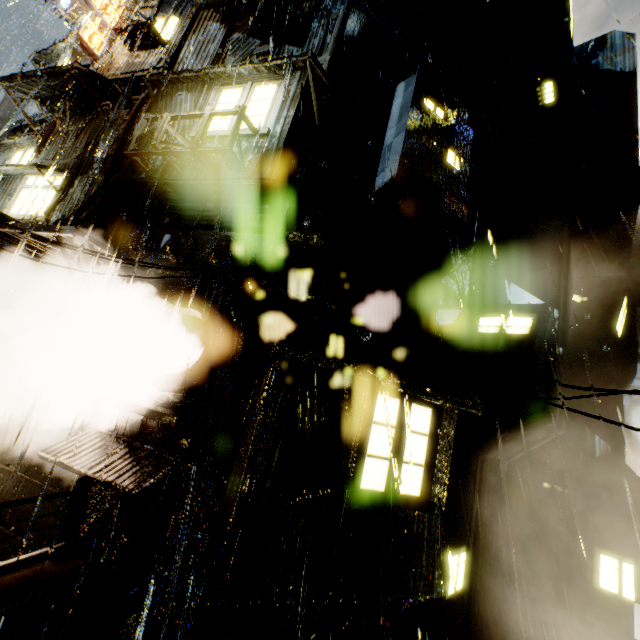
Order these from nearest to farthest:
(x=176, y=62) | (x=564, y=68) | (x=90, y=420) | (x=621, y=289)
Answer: (x=90, y=420) → (x=176, y=62) → (x=564, y=68) → (x=621, y=289)

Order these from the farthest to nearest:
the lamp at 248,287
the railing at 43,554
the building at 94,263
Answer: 1. the building at 94,263
2. the lamp at 248,287
3. the railing at 43,554

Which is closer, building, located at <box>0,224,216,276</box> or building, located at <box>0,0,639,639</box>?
building, located at <box>0,0,639,639</box>

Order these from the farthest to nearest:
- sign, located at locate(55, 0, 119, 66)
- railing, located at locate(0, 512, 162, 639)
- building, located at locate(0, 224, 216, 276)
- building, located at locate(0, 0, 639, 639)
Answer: sign, located at locate(55, 0, 119, 66), building, located at locate(0, 224, 216, 276), building, located at locate(0, 0, 639, 639), railing, located at locate(0, 512, 162, 639)

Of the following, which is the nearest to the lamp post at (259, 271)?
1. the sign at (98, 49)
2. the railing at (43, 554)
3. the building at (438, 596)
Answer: the building at (438, 596)

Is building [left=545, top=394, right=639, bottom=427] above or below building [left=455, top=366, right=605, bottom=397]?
above

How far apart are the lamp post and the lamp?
0.1 meters

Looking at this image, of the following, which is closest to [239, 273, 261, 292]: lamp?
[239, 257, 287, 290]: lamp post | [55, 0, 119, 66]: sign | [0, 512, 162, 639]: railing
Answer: [239, 257, 287, 290]: lamp post
